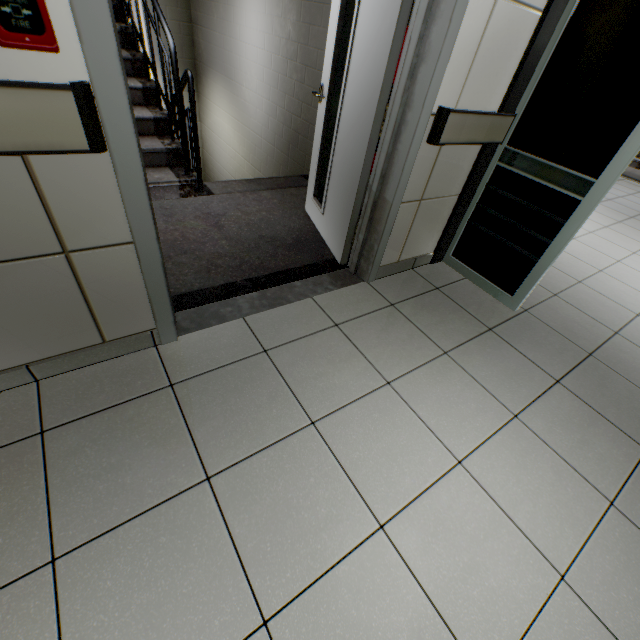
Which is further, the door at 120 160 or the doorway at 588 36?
the doorway at 588 36

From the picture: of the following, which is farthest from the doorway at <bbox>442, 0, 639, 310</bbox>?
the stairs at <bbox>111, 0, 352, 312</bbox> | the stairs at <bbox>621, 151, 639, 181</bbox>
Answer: the stairs at <bbox>621, 151, 639, 181</bbox>

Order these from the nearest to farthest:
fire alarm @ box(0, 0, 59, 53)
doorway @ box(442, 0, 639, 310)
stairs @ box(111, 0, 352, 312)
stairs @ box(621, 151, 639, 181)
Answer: fire alarm @ box(0, 0, 59, 53), doorway @ box(442, 0, 639, 310), stairs @ box(111, 0, 352, 312), stairs @ box(621, 151, 639, 181)

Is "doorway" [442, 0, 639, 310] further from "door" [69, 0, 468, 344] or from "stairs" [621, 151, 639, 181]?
"stairs" [621, 151, 639, 181]

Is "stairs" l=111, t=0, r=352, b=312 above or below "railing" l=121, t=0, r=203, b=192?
Answer: below

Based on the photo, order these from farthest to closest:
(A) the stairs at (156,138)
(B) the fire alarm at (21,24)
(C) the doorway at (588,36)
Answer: (A) the stairs at (156,138), (C) the doorway at (588,36), (B) the fire alarm at (21,24)

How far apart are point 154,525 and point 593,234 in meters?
5.2

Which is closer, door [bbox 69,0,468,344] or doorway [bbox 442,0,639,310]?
door [bbox 69,0,468,344]
